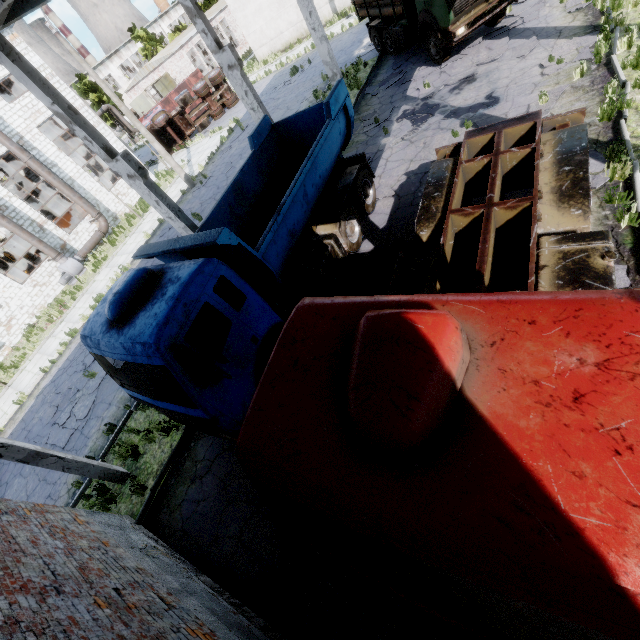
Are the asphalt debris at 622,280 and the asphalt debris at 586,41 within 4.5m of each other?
no

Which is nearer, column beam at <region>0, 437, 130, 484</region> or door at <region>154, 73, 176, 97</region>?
column beam at <region>0, 437, 130, 484</region>

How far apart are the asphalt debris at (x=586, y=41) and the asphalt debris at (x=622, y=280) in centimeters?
740cm

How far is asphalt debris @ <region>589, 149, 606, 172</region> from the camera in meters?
6.9 m

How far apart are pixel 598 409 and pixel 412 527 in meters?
1.2 m

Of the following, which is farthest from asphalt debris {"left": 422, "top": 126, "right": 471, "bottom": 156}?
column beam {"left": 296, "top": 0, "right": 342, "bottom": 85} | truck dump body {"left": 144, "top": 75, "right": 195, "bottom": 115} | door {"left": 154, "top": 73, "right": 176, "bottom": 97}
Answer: door {"left": 154, "top": 73, "right": 176, "bottom": 97}

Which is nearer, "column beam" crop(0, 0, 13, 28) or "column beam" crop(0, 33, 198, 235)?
"column beam" crop(0, 0, 13, 28)

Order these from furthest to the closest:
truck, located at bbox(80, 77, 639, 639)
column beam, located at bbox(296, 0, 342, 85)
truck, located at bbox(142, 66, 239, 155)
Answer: truck, located at bbox(142, 66, 239, 155) < column beam, located at bbox(296, 0, 342, 85) < truck, located at bbox(80, 77, 639, 639)
